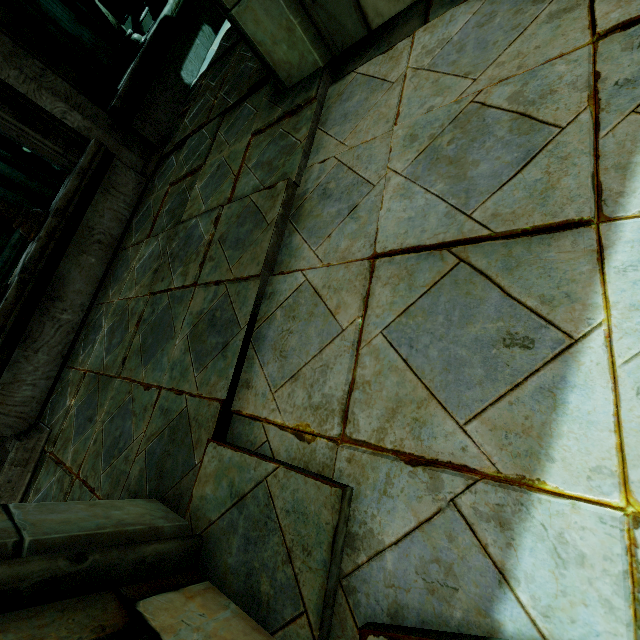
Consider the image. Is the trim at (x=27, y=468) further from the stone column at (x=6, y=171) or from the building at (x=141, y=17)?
the building at (x=141, y=17)

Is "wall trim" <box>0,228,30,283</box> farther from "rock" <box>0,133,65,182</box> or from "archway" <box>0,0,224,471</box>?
"rock" <box>0,133,65,182</box>

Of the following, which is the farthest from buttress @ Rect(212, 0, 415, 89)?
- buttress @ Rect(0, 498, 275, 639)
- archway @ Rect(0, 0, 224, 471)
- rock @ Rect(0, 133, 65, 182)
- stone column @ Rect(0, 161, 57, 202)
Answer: stone column @ Rect(0, 161, 57, 202)

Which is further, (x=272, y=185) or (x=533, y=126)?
(x=272, y=185)

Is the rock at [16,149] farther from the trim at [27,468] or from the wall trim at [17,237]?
the trim at [27,468]

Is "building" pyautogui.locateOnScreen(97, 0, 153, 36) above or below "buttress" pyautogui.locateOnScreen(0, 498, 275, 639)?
above

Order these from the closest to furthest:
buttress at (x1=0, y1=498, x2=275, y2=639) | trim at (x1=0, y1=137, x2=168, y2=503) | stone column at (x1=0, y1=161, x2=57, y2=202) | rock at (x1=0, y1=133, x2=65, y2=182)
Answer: buttress at (x1=0, y1=498, x2=275, y2=639)
trim at (x1=0, y1=137, x2=168, y2=503)
stone column at (x1=0, y1=161, x2=57, y2=202)
rock at (x1=0, y1=133, x2=65, y2=182)

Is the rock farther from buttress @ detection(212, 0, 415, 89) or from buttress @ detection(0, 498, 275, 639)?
buttress @ detection(0, 498, 275, 639)
